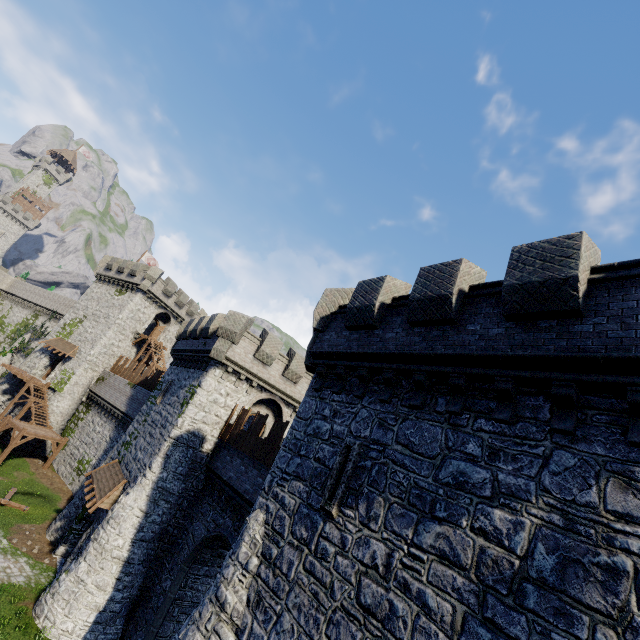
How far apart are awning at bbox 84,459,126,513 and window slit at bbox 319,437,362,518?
15.5 meters

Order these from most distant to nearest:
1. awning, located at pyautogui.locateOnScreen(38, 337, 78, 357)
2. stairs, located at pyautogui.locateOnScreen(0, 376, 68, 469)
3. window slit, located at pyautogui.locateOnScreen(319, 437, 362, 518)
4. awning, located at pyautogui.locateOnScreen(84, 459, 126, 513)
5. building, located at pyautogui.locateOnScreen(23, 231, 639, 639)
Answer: awning, located at pyautogui.locateOnScreen(38, 337, 78, 357)
stairs, located at pyautogui.locateOnScreen(0, 376, 68, 469)
awning, located at pyautogui.locateOnScreen(84, 459, 126, 513)
window slit, located at pyautogui.locateOnScreen(319, 437, 362, 518)
building, located at pyautogui.locateOnScreen(23, 231, 639, 639)

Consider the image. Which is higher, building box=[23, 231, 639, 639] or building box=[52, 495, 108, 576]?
building box=[23, 231, 639, 639]

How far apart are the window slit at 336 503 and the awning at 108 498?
15.5m

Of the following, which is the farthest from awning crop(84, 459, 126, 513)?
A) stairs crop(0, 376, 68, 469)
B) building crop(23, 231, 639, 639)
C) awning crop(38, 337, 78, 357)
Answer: awning crop(38, 337, 78, 357)

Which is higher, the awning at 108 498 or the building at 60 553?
the awning at 108 498

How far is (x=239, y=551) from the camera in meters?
9.0 m

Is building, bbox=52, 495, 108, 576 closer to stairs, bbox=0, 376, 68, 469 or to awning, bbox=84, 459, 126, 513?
awning, bbox=84, 459, 126, 513
